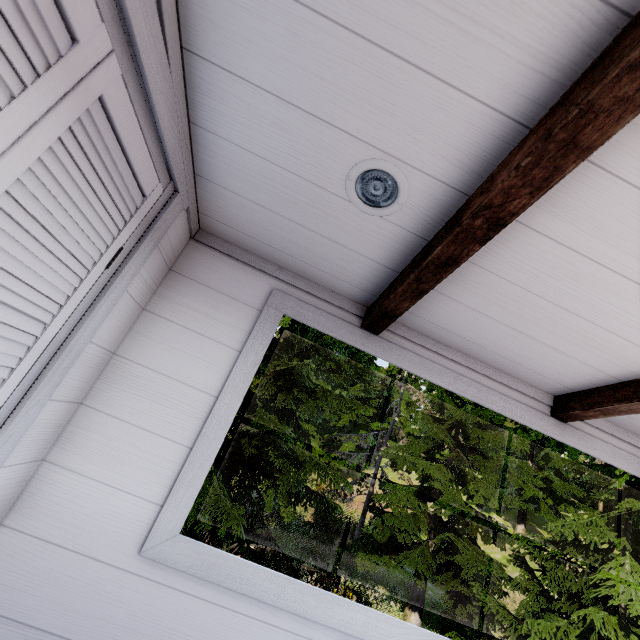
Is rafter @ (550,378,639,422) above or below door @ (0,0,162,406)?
above

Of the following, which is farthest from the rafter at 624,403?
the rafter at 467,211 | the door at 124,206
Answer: the door at 124,206

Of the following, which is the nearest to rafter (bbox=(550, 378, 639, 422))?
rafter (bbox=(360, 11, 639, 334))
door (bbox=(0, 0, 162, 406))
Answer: rafter (bbox=(360, 11, 639, 334))

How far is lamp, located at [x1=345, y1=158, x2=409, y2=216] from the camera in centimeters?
99cm

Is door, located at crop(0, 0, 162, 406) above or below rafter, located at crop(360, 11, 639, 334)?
below

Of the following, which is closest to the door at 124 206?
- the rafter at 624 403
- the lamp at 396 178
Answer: the lamp at 396 178

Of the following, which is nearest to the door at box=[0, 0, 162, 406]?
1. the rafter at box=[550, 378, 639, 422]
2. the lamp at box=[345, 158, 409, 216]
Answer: the lamp at box=[345, 158, 409, 216]

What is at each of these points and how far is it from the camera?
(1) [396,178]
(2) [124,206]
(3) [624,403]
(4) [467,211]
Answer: (1) lamp, 1.00m
(2) door, 1.01m
(3) rafter, 1.40m
(4) rafter, 0.93m
